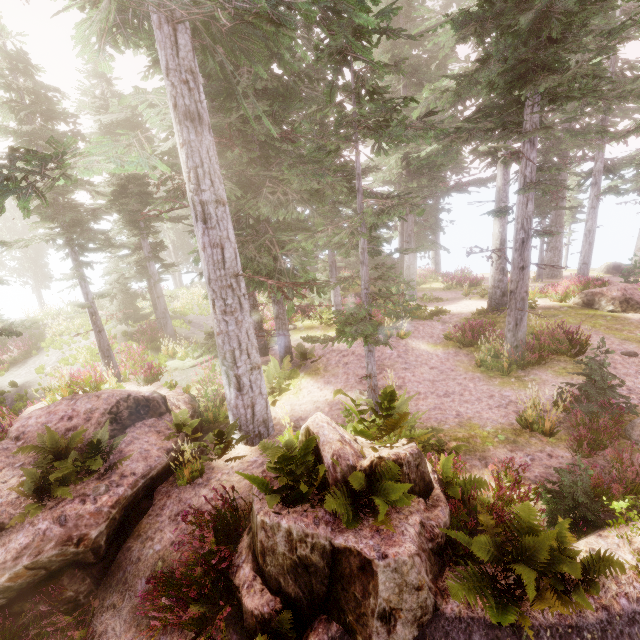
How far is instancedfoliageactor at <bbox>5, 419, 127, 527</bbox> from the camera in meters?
6.4 m

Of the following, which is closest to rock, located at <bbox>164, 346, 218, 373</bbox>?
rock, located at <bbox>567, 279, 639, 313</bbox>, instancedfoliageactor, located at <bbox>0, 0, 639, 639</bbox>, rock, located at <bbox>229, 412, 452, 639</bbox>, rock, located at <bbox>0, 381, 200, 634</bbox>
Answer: instancedfoliageactor, located at <bbox>0, 0, 639, 639</bbox>

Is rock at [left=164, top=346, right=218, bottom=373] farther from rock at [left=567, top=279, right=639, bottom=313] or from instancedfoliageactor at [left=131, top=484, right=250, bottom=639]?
rock at [left=567, top=279, right=639, bottom=313]

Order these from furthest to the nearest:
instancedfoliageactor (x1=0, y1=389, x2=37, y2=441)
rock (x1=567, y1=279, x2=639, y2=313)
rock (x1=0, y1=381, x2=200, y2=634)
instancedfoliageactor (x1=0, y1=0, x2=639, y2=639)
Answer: rock (x1=567, y1=279, x2=639, y2=313), instancedfoliageactor (x1=0, y1=389, x2=37, y2=441), rock (x1=0, y1=381, x2=200, y2=634), instancedfoliageactor (x1=0, y1=0, x2=639, y2=639)

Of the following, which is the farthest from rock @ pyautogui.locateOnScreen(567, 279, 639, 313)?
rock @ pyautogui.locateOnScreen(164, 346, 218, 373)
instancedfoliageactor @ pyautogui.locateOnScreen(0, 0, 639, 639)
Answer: rock @ pyautogui.locateOnScreen(164, 346, 218, 373)

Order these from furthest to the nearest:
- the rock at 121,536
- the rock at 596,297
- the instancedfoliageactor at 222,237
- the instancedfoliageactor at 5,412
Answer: the rock at 596,297 → the instancedfoliageactor at 5,412 → the rock at 121,536 → the instancedfoliageactor at 222,237

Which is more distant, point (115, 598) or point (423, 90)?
point (423, 90)

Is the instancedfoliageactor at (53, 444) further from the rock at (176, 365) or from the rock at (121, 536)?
the rock at (176, 365)
